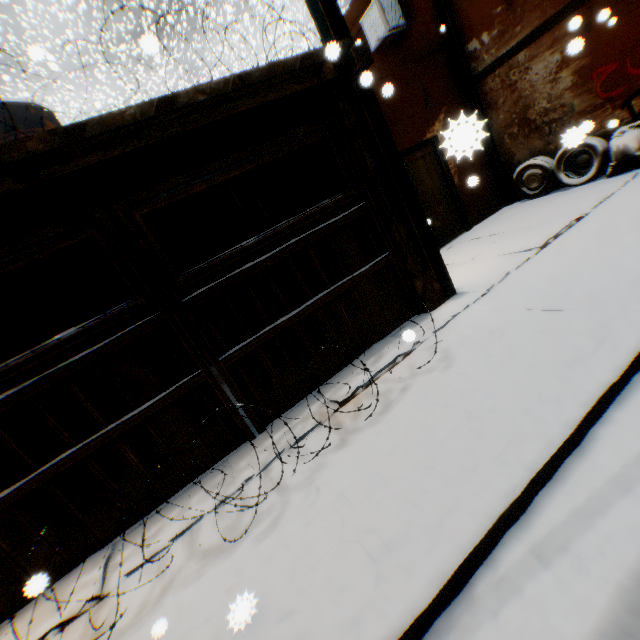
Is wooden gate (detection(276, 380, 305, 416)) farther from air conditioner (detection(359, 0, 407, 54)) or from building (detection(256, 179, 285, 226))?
air conditioner (detection(359, 0, 407, 54))

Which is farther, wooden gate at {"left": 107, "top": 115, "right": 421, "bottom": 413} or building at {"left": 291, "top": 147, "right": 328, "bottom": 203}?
building at {"left": 291, "top": 147, "right": 328, "bottom": 203}

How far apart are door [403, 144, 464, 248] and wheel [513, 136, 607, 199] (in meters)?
0.09

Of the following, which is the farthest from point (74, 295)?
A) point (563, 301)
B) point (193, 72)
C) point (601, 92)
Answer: point (193, 72)

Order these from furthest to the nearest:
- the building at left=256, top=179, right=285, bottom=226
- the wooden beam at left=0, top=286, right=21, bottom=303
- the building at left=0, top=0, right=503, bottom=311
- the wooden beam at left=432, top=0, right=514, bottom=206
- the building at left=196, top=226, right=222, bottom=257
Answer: the building at left=196, top=226, right=222, bottom=257 → the wooden beam at left=432, top=0, right=514, bottom=206 → the building at left=256, top=179, right=285, bottom=226 → the wooden beam at left=0, top=286, right=21, bottom=303 → the building at left=0, top=0, right=503, bottom=311

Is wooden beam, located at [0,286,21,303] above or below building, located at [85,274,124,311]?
above

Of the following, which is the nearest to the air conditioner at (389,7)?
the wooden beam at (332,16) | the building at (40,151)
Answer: the building at (40,151)

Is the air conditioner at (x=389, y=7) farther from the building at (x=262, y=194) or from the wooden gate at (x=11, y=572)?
the wooden gate at (x=11, y=572)
